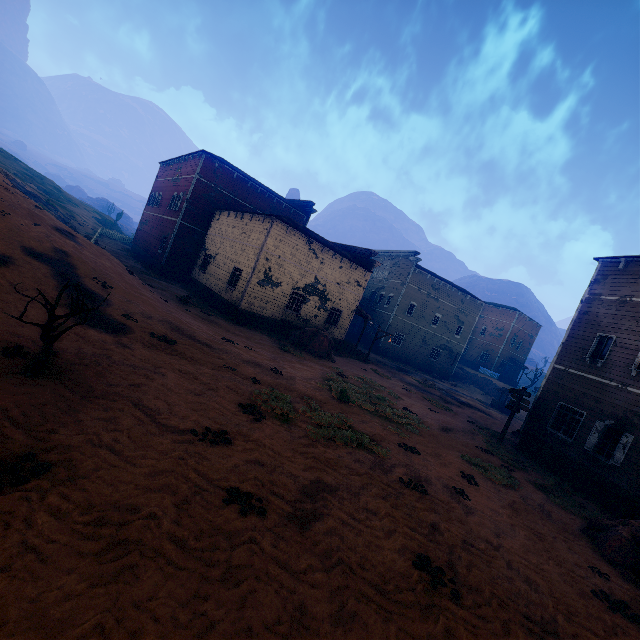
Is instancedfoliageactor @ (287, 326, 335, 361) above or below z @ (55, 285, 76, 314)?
above

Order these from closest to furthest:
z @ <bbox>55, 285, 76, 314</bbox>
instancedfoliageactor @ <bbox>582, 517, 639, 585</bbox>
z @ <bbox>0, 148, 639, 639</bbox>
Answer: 1. z @ <bbox>0, 148, 639, 639</bbox>
2. instancedfoliageactor @ <bbox>582, 517, 639, 585</bbox>
3. z @ <bbox>55, 285, 76, 314</bbox>

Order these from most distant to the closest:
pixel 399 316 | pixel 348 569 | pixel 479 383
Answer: pixel 479 383, pixel 399 316, pixel 348 569

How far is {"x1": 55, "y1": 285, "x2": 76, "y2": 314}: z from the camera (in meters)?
9.45

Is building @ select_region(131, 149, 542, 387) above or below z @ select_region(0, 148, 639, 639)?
above

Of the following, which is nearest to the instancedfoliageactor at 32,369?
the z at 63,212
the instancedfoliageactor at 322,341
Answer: the z at 63,212

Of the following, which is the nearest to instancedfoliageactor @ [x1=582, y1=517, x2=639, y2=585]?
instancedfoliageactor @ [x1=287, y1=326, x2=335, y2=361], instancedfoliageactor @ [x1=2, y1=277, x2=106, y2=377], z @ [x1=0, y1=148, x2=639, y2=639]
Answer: z @ [x1=0, y1=148, x2=639, y2=639]

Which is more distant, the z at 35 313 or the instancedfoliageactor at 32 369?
the z at 35 313
